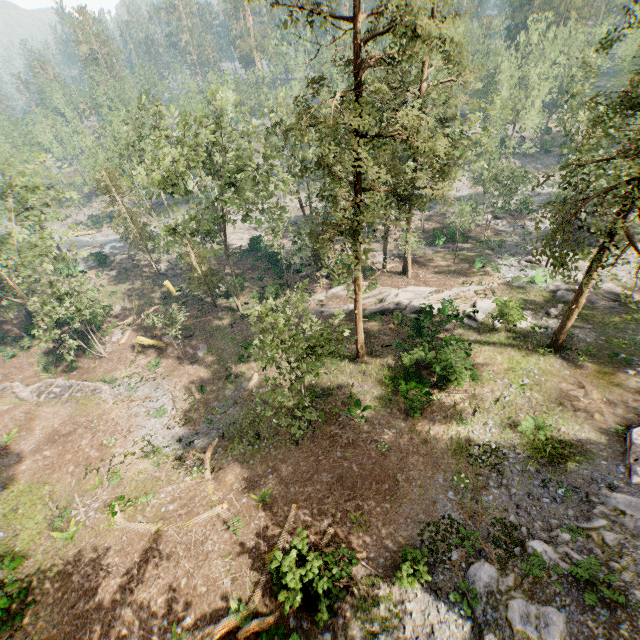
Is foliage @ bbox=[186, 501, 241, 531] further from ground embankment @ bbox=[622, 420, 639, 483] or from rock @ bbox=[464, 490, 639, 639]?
ground embankment @ bbox=[622, 420, 639, 483]

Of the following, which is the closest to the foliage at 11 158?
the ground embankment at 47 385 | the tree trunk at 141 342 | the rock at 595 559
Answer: the rock at 595 559

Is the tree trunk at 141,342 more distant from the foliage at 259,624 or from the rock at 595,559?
the rock at 595,559

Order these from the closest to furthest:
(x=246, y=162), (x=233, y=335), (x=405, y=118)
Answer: (x=405, y=118), (x=246, y=162), (x=233, y=335)

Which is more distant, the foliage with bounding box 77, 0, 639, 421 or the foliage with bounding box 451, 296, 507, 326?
the foliage with bounding box 451, 296, 507, 326

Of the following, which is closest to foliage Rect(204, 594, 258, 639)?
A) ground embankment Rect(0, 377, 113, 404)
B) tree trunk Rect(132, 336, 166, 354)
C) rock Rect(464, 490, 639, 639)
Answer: rock Rect(464, 490, 639, 639)

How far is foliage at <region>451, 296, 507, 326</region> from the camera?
26.7m
